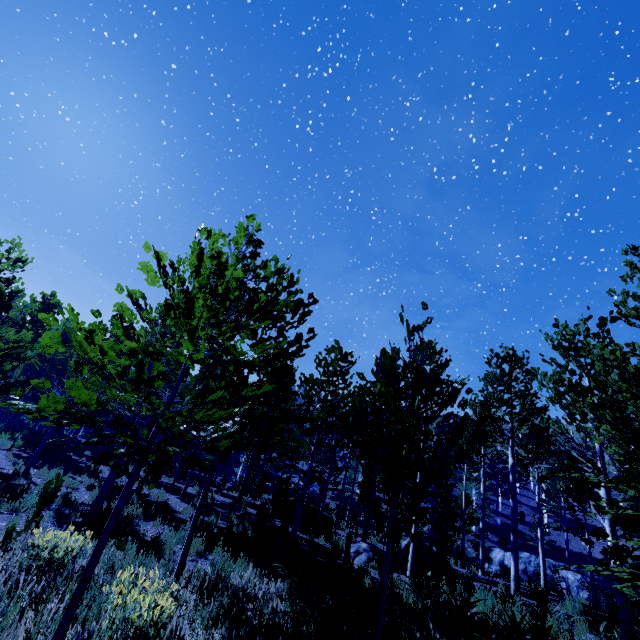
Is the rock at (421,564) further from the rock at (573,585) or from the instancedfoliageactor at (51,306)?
the rock at (573,585)

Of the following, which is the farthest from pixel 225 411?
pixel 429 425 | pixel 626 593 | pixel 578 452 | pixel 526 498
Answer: pixel 429 425

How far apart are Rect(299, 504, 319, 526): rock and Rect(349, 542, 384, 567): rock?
3.4 meters

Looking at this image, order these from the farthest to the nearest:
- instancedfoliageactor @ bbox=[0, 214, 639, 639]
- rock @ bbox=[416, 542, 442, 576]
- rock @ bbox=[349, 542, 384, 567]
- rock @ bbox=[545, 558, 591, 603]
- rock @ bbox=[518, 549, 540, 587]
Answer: rock @ bbox=[518, 549, 540, 587] → rock @ bbox=[545, 558, 591, 603] → rock @ bbox=[416, 542, 442, 576] → rock @ bbox=[349, 542, 384, 567] → instancedfoliageactor @ bbox=[0, 214, 639, 639]

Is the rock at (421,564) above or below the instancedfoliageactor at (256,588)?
above

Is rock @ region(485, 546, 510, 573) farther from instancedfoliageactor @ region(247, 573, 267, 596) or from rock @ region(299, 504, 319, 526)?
rock @ region(299, 504, 319, 526)

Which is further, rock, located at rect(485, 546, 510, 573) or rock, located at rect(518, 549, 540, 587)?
rock, located at rect(485, 546, 510, 573)

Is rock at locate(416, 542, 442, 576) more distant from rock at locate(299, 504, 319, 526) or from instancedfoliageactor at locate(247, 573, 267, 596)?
rock at locate(299, 504, 319, 526)
